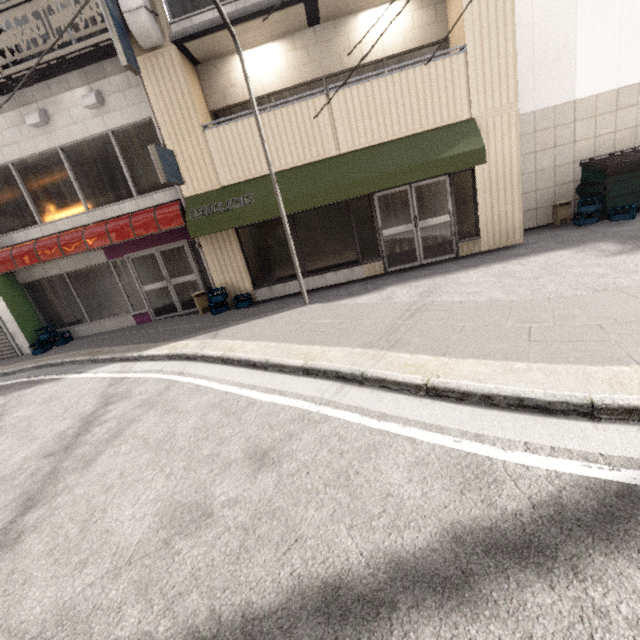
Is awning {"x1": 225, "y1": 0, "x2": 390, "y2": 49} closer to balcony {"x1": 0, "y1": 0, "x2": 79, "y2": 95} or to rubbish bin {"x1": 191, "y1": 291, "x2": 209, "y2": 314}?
balcony {"x1": 0, "y1": 0, "x2": 79, "y2": 95}

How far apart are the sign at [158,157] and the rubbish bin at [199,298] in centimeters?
273cm

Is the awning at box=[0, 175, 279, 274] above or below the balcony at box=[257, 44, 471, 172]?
below

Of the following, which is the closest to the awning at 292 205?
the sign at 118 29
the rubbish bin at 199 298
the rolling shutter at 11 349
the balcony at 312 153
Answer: the balcony at 312 153

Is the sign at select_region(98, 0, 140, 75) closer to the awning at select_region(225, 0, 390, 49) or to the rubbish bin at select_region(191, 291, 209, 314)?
the awning at select_region(225, 0, 390, 49)

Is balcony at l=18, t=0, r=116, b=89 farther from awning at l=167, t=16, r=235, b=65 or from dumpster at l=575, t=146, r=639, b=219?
dumpster at l=575, t=146, r=639, b=219

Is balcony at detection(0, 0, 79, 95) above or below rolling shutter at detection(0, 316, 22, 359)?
above

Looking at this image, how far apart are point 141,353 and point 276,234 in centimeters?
426cm
